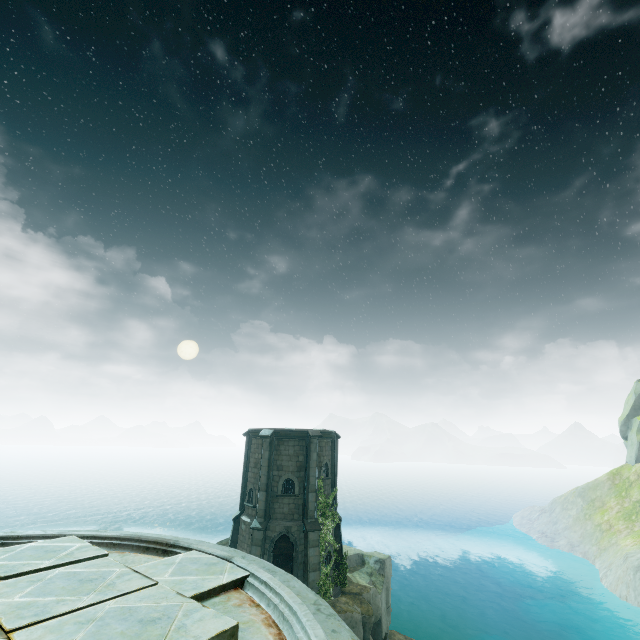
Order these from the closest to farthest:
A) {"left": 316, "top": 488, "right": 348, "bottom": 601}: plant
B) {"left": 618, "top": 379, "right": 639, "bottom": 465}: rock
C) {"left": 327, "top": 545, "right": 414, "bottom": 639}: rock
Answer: {"left": 327, "top": 545, "right": 414, "bottom": 639}: rock, {"left": 316, "top": 488, "right": 348, "bottom": 601}: plant, {"left": 618, "top": 379, "right": 639, "bottom": 465}: rock

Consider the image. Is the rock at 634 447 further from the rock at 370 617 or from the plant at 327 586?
the plant at 327 586

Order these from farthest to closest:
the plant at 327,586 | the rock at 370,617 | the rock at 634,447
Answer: the rock at 634,447, the plant at 327,586, the rock at 370,617

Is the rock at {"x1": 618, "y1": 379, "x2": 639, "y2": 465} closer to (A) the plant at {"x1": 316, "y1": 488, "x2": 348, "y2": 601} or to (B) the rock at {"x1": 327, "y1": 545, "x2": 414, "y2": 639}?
(B) the rock at {"x1": 327, "y1": 545, "x2": 414, "y2": 639}

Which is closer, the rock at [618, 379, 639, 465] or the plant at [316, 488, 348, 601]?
the plant at [316, 488, 348, 601]

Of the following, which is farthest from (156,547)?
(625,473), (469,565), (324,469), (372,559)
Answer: (625,473)
